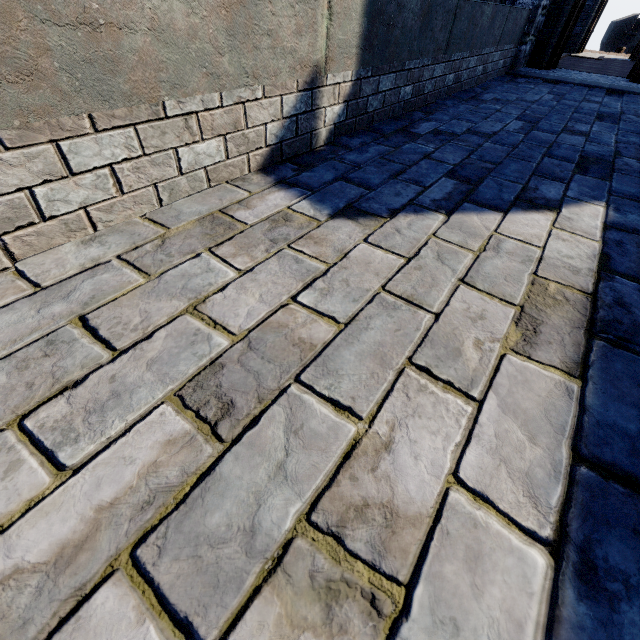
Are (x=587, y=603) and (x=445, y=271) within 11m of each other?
yes

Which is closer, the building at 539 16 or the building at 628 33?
the building at 539 16

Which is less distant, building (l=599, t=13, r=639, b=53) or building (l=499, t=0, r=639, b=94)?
building (l=499, t=0, r=639, b=94)
